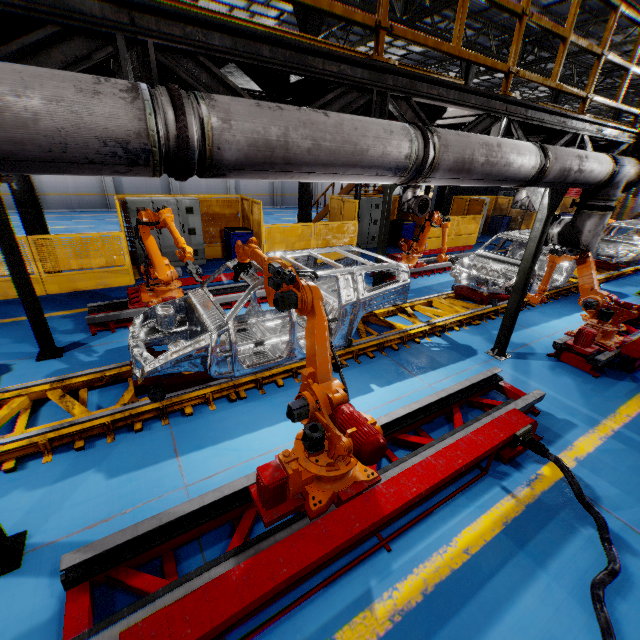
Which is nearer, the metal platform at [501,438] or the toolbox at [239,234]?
the metal platform at [501,438]

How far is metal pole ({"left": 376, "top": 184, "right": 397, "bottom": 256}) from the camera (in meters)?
Answer: 8.27

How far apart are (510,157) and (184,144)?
3.3m

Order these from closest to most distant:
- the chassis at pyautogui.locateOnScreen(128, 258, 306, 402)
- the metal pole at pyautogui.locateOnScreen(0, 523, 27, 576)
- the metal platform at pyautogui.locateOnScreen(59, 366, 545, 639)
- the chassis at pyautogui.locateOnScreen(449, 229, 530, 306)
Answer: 1. the metal platform at pyautogui.locateOnScreen(59, 366, 545, 639)
2. the metal pole at pyautogui.locateOnScreen(0, 523, 27, 576)
3. the chassis at pyautogui.locateOnScreen(128, 258, 306, 402)
4. the chassis at pyautogui.locateOnScreen(449, 229, 530, 306)

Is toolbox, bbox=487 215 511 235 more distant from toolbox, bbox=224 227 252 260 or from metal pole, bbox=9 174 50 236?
metal pole, bbox=9 174 50 236

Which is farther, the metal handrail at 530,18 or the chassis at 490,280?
the chassis at 490,280

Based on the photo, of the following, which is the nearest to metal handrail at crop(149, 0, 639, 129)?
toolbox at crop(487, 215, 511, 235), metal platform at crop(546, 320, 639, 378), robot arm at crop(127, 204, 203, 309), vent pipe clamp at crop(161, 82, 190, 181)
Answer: vent pipe clamp at crop(161, 82, 190, 181)

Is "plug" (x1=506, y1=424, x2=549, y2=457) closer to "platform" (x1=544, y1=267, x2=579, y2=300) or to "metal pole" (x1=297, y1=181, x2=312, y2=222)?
"platform" (x1=544, y1=267, x2=579, y2=300)
